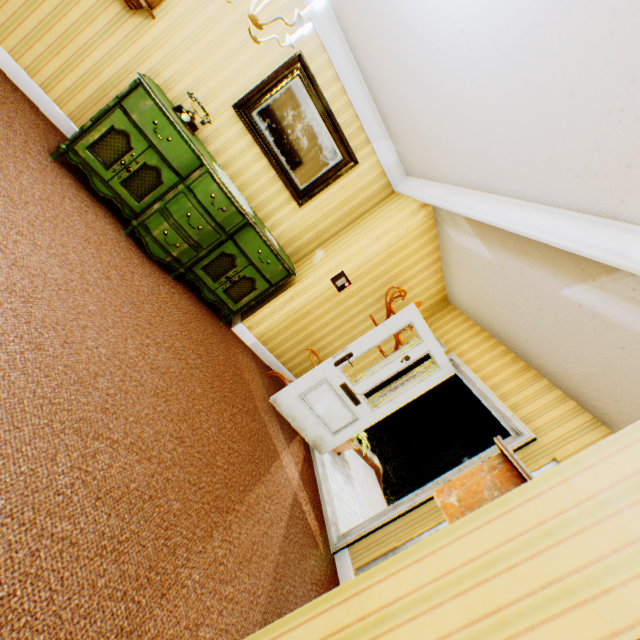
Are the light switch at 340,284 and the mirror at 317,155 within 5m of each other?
yes

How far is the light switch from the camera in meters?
4.4

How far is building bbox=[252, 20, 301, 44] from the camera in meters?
3.5 m

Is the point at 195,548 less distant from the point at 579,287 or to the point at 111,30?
the point at 579,287

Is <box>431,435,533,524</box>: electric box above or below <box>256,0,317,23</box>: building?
below

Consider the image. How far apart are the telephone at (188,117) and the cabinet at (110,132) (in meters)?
0.02

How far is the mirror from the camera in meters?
3.8 m

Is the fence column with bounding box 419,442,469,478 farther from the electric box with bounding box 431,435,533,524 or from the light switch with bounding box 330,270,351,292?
the electric box with bounding box 431,435,533,524
